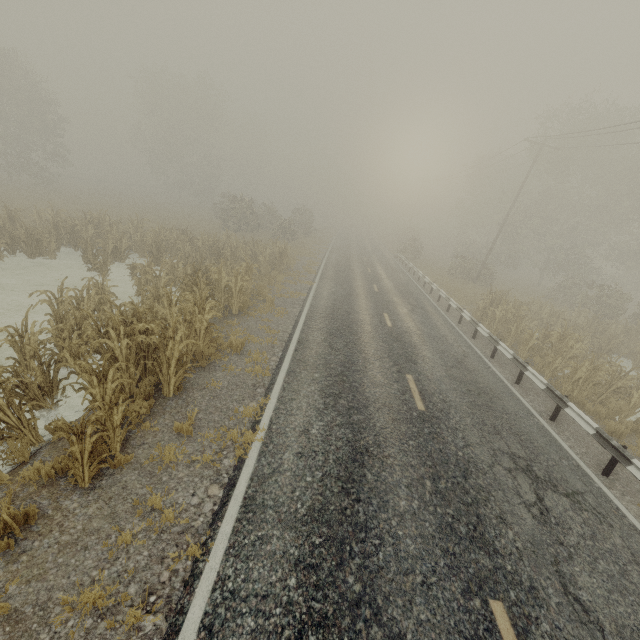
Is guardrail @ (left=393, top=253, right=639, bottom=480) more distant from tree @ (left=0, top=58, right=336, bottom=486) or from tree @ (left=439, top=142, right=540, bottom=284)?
tree @ (left=439, top=142, right=540, bottom=284)

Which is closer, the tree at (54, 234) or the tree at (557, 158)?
the tree at (54, 234)

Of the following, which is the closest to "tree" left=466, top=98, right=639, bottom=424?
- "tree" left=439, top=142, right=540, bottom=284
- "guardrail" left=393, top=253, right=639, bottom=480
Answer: "guardrail" left=393, top=253, right=639, bottom=480

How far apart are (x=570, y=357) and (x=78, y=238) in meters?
23.1

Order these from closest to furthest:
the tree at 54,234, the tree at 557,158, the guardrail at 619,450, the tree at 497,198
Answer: the tree at 54,234, the guardrail at 619,450, the tree at 557,158, the tree at 497,198

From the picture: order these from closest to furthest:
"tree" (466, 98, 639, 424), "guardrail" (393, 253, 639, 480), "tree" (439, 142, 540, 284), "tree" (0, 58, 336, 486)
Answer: "tree" (0, 58, 336, 486) → "guardrail" (393, 253, 639, 480) → "tree" (466, 98, 639, 424) → "tree" (439, 142, 540, 284)

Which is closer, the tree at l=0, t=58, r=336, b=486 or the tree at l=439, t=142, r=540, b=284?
the tree at l=0, t=58, r=336, b=486
